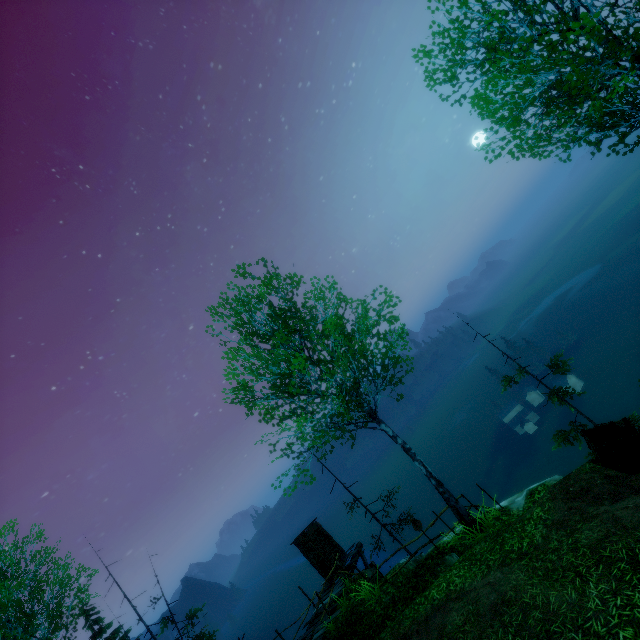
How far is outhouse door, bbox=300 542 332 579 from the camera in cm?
1655

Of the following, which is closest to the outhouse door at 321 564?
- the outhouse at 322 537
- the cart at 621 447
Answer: the outhouse at 322 537

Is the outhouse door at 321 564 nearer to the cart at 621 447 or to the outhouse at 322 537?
the outhouse at 322 537

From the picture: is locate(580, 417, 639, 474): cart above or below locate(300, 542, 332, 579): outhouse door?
below

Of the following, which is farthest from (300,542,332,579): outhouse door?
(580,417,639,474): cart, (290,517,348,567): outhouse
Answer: (580,417,639,474): cart

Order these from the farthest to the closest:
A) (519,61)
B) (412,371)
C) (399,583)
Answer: (412,371), (399,583), (519,61)

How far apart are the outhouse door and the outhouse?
0.0m
